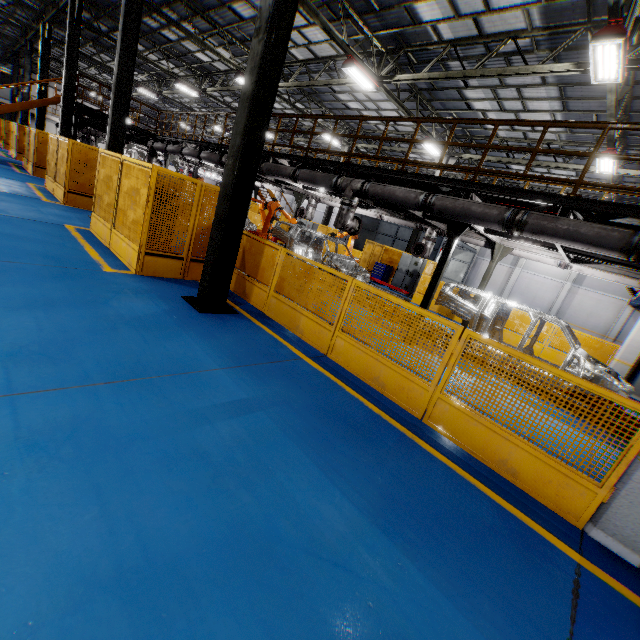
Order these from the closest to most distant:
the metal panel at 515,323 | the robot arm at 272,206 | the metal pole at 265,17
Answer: the metal pole at 265,17 < the robot arm at 272,206 < the metal panel at 515,323

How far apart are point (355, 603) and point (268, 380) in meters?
2.7 m

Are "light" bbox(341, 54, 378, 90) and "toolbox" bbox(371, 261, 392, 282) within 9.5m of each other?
yes

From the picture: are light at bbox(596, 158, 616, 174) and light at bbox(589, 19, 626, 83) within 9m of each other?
yes

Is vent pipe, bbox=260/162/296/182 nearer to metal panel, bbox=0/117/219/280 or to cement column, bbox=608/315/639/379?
metal panel, bbox=0/117/219/280

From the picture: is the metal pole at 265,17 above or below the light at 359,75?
below

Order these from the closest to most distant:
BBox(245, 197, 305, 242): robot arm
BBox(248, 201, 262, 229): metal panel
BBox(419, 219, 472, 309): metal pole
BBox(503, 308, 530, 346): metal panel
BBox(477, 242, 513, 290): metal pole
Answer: BBox(419, 219, 472, 309): metal pole < BBox(477, 242, 513, 290): metal pole < BBox(245, 197, 305, 242): robot arm < BBox(503, 308, 530, 346): metal panel < BBox(248, 201, 262, 229): metal panel
